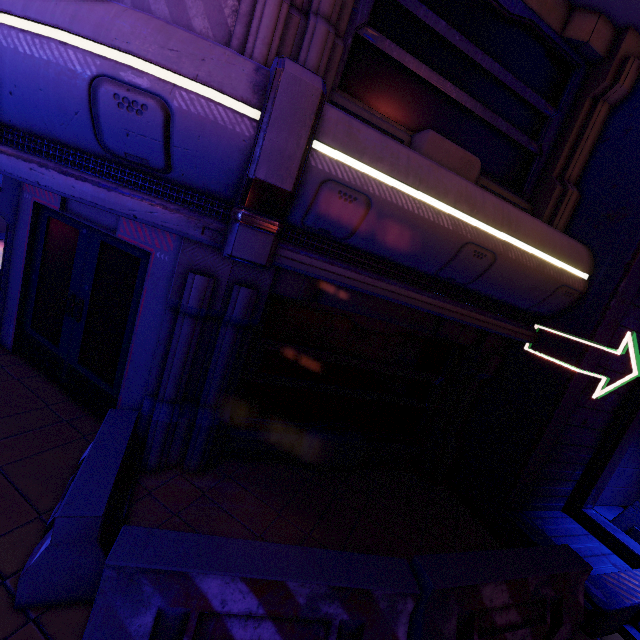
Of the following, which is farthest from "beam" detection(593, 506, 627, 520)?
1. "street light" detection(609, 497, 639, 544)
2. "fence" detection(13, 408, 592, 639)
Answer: "fence" detection(13, 408, 592, 639)

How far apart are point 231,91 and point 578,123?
5.4 meters

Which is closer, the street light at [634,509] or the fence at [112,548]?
the fence at [112,548]

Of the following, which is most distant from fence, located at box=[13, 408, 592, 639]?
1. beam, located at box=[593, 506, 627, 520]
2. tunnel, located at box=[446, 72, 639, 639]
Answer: beam, located at box=[593, 506, 627, 520]

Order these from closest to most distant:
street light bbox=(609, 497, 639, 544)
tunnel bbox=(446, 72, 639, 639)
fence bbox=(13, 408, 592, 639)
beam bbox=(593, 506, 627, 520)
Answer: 1. fence bbox=(13, 408, 592, 639)
2. tunnel bbox=(446, 72, 639, 639)
3. street light bbox=(609, 497, 639, 544)
4. beam bbox=(593, 506, 627, 520)

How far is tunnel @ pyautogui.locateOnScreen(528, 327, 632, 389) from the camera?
4.6 meters

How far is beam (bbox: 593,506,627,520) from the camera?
6.7m

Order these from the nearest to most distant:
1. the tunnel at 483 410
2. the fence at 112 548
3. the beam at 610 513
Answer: the fence at 112 548 < the tunnel at 483 410 < the beam at 610 513
